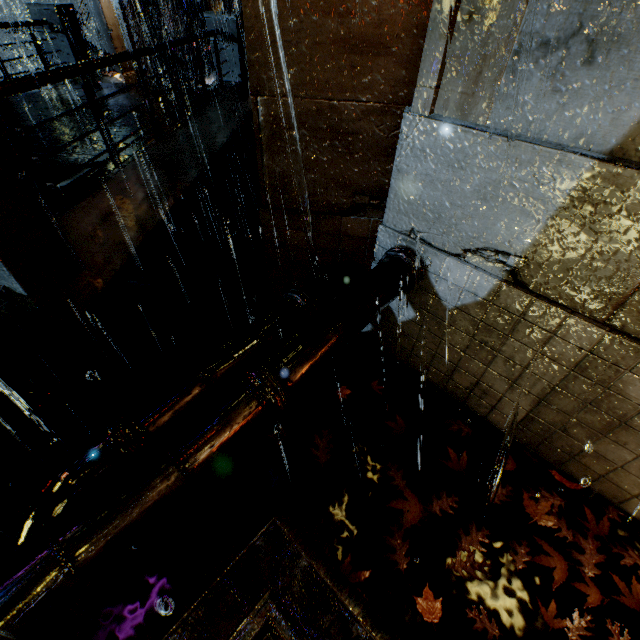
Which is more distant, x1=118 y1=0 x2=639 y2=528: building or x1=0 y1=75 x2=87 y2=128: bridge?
x1=0 y1=75 x2=87 y2=128: bridge

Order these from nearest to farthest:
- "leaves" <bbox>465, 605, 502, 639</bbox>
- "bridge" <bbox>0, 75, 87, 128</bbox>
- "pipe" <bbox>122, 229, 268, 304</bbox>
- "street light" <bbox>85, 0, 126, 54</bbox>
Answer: "leaves" <bbox>465, 605, 502, 639</bbox> < "pipe" <bbox>122, 229, 268, 304</bbox> < "bridge" <bbox>0, 75, 87, 128</bbox> < "street light" <bbox>85, 0, 126, 54</bbox>

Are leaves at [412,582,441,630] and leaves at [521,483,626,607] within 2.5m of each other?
yes

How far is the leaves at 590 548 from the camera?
2.95m

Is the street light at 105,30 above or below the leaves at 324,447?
above

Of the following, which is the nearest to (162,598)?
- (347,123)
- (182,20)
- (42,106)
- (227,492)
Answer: (227,492)

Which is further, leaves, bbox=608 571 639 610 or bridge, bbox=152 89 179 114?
bridge, bbox=152 89 179 114

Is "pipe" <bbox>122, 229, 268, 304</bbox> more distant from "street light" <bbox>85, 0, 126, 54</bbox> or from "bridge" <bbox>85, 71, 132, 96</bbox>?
"street light" <bbox>85, 0, 126, 54</bbox>
